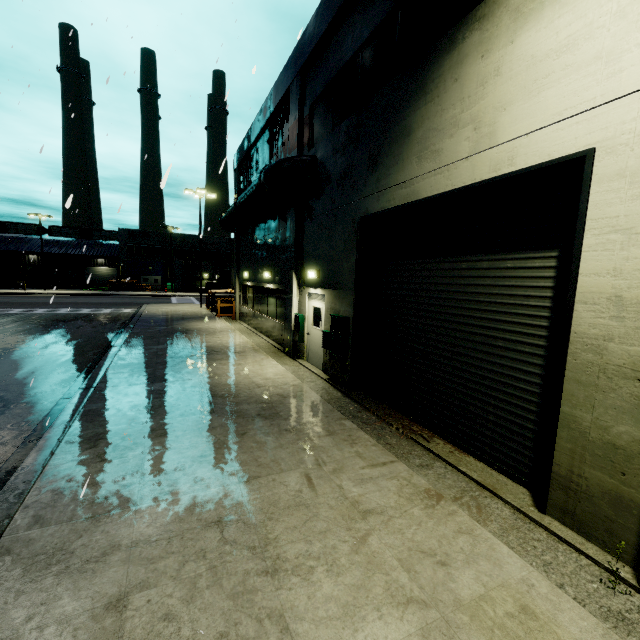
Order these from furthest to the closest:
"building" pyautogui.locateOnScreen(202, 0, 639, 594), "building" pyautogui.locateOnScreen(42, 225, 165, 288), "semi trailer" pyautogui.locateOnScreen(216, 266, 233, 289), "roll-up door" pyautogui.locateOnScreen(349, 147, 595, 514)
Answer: "building" pyautogui.locateOnScreen(42, 225, 165, 288)
"semi trailer" pyautogui.locateOnScreen(216, 266, 233, 289)
"roll-up door" pyautogui.locateOnScreen(349, 147, 595, 514)
"building" pyautogui.locateOnScreen(202, 0, 639, 594)

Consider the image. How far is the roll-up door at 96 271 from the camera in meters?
57.2 m

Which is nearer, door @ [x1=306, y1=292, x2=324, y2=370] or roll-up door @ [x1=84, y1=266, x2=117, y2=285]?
door @ [x1=306, y1=292, x2=324, y2=370]

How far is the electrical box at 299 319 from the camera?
11.5 meters

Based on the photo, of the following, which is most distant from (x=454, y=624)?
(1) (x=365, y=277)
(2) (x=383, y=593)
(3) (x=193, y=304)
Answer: (3) (x=193, y=304)

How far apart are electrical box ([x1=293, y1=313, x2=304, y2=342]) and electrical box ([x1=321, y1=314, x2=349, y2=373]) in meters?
2.4

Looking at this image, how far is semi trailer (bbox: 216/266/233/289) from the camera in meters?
35.4

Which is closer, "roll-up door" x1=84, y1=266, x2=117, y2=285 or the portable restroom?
the portable restroom
